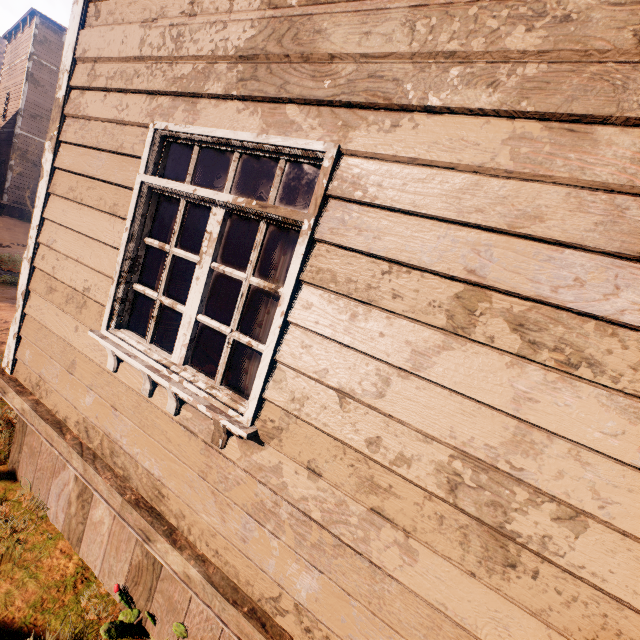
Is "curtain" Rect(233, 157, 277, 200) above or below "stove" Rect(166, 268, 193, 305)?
above

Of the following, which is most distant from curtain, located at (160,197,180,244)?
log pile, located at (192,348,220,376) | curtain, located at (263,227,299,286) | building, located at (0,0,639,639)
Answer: log pile, located at (192,348,220,376)

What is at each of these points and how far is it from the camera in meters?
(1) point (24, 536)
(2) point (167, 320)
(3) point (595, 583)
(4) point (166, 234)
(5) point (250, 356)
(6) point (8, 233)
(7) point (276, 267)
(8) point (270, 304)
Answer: →
(1) z, 2.6 m
(2) stove, 3.4 m
(3) building, 1.1 m
(4) curtain, 2.3 m
(5) curtain, 1.9 m
(6) z, 14.9 m
(7) curtain, 1.9 m
(8) curtain, 1.9 m

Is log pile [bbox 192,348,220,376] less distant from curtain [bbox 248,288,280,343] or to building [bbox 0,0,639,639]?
building [bbox 0,0,639,639]

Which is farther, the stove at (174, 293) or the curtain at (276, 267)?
the stove at (174, 293)

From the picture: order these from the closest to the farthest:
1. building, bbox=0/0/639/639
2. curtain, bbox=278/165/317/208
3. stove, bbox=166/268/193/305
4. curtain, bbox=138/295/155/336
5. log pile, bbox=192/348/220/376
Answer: building, bbox=0/0/639/639 → curtain, bbox=278/165/317/208 → curtain, bbox=138/295/155/336 → stove, bbox=166/268/193/305 → log pile, bbox=192/348/220/376

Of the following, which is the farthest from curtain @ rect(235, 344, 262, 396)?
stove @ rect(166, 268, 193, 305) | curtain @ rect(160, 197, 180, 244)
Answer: stove @ rect(166, 268, 193, 305)

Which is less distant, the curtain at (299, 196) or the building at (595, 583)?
the building at (595, 583)
